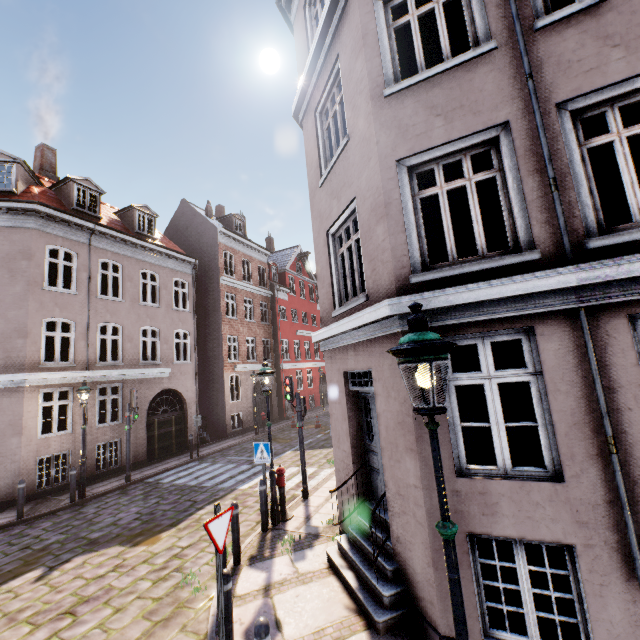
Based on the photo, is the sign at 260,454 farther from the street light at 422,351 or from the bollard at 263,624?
the bollard at 263,624

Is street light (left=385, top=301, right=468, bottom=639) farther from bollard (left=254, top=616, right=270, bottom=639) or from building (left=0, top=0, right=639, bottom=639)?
bollard (left=254, top=616, right=270, bottom=639)

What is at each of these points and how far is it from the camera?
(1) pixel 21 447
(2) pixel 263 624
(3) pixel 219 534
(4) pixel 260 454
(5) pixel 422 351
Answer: (1) building, 11.2m
(2) bollard, 3.2m
(3) sign, 4.0m
(4) sign, 8.0m
(5) street light, 2.3m

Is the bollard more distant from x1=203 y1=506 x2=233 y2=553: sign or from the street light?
the street light

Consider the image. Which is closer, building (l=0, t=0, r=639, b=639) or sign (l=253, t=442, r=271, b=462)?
building (l=0, t=0, r=639, b=639)

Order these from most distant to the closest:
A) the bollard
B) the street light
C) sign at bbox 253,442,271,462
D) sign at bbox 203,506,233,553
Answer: sign at bbox 253,442,271,462, sign at bbox 203,506,233,553, the bollard, the street light

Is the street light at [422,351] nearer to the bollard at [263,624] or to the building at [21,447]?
the building at [21,447]

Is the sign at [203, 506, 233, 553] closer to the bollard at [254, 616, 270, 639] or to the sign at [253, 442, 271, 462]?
the bollard at [254, 616, 270, 639]
